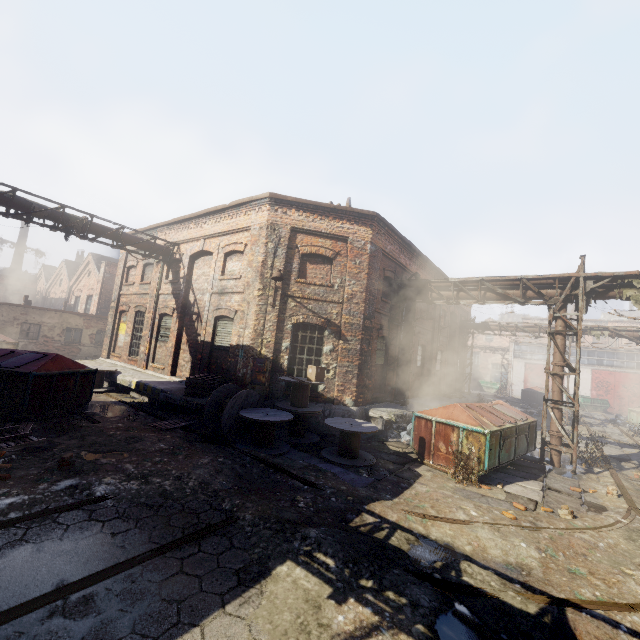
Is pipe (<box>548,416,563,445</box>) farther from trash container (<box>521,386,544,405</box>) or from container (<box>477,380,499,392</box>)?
container (<box>477,380,499,392</box>)

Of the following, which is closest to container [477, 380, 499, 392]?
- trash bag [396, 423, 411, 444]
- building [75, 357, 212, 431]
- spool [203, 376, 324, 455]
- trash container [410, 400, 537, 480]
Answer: building [75, 357, 212, 431]

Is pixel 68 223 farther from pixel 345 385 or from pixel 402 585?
pixel 402 585

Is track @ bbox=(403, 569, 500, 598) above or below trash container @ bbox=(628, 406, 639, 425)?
below

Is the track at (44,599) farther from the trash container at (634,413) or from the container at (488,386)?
the container at (488,386)

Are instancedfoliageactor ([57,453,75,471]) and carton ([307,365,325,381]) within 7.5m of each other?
yes

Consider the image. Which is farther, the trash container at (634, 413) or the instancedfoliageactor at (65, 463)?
the trash container at (634, 413)

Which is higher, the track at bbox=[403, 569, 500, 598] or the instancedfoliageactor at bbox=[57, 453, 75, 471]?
the instancedfoliageactor at bbox=[57, 453, 75, 471]
